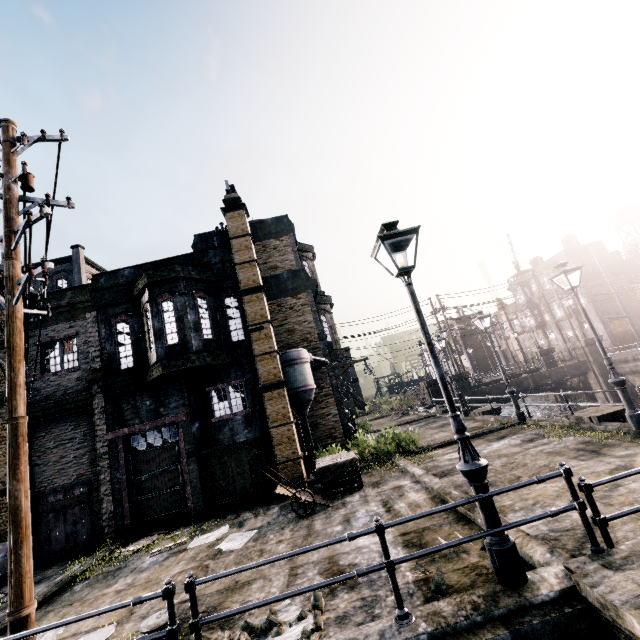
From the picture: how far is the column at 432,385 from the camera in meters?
33.5 m

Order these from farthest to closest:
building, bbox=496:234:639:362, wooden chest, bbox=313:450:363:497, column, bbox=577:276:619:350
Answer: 1. building, bbox=496:234:639:362
2. column, bbox=577:276:619:350
3. wooden chest, bbox=313:450:363:497

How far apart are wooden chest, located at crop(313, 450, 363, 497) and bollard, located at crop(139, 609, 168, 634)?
6.7 meters

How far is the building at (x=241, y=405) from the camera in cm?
1321

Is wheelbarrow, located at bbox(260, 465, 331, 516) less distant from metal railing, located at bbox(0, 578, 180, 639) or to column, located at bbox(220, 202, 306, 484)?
column, located at bbox(220, 202, 306, 484)

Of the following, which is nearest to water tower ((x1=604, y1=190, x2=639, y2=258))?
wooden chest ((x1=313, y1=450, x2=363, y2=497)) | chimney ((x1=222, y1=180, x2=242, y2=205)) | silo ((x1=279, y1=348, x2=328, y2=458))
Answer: silo ((x1=279, y1=348, x2=328, y2=458))

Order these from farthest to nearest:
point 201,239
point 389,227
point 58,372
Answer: point 201,239 < point 58,372 < point 389,227

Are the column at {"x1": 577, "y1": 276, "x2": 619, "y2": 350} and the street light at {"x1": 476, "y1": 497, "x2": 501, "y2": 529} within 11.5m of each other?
no
